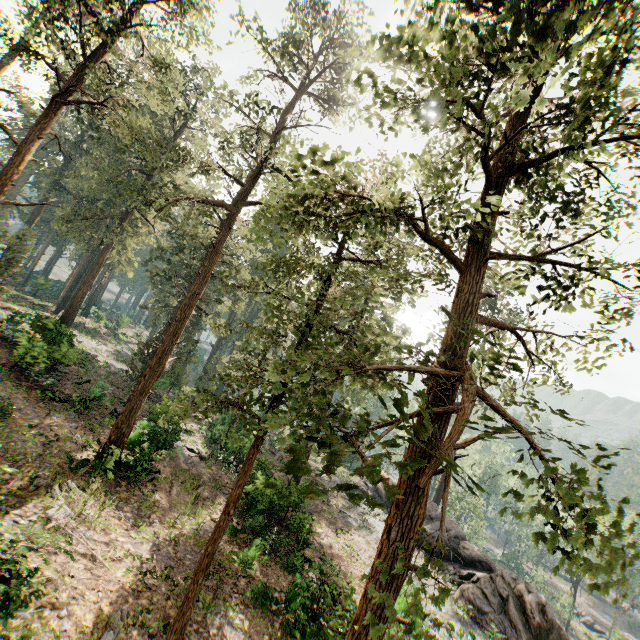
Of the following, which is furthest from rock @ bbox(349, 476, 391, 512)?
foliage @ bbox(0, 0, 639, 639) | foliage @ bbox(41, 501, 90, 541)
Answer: foliage @ bbox(41, 501, 90, 541)

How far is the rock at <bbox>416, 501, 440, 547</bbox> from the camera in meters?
28.4

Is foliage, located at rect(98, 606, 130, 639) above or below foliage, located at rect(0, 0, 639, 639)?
below

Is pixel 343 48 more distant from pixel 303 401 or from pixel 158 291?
pixel 158 291

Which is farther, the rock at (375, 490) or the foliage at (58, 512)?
the rock at (375, 490)

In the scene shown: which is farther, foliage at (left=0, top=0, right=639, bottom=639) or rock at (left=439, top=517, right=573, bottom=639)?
rock at (left=439, top=517, right=573, bottom=639)

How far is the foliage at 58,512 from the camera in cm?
1204
